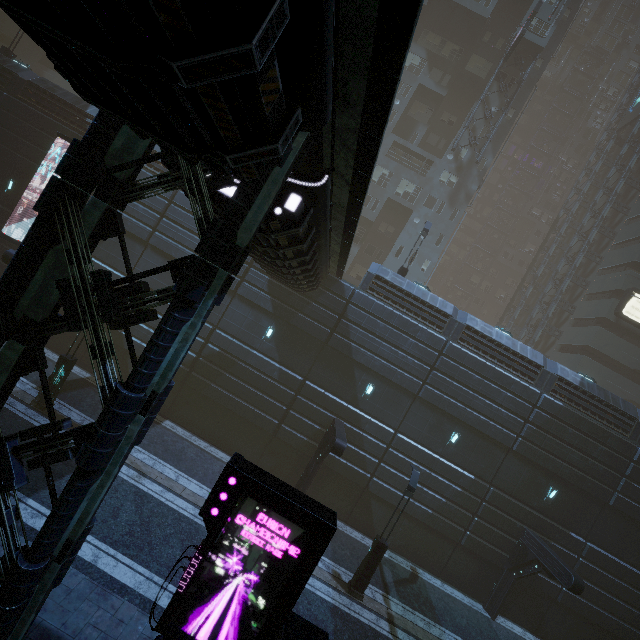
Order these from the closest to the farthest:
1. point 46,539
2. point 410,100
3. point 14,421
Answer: point 46,539 < point 14,421 < point 410,100

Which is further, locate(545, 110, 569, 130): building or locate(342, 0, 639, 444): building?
locate(545, 110, 569, 130): building

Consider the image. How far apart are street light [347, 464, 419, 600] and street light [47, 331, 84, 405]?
14.9 meters

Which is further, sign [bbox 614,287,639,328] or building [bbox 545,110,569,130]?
building [bbox 545,110,569,130]

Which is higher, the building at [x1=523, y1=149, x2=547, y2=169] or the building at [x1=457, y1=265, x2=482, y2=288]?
the building at [x1=523, y1=149, x2=547, y2=169]

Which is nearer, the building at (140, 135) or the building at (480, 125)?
the building at (140, 135)

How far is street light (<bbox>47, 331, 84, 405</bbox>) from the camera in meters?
13.7 m

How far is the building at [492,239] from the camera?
56.91m
